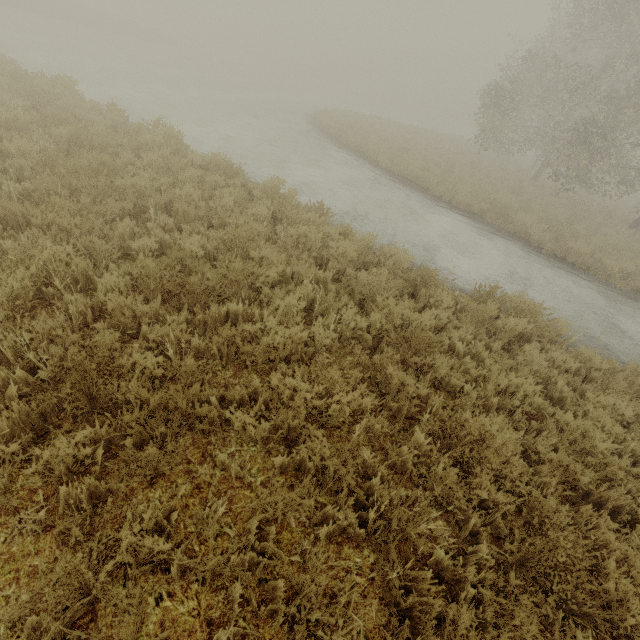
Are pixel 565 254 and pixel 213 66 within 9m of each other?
no
